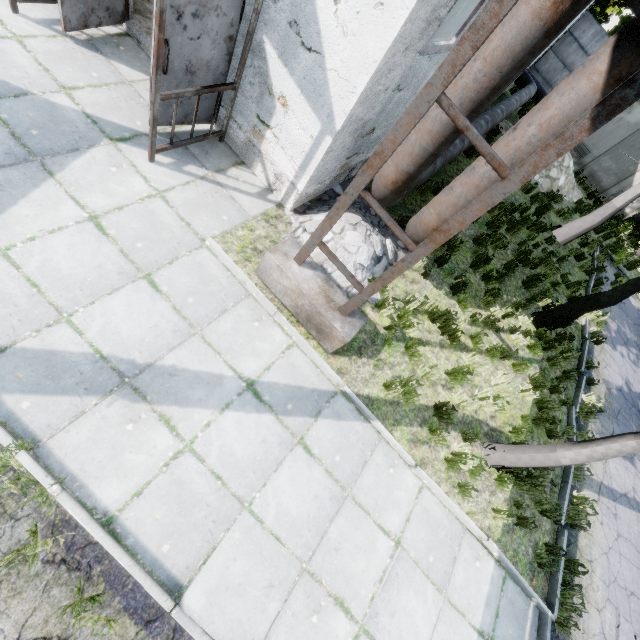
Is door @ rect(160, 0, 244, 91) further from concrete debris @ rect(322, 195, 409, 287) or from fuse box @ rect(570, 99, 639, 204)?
fuse box @ rect(570, 99, 639, 204)

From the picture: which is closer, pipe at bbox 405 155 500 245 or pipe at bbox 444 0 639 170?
pipe at bbox 444 0 639 170

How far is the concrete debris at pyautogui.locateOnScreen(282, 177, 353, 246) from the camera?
5.7m

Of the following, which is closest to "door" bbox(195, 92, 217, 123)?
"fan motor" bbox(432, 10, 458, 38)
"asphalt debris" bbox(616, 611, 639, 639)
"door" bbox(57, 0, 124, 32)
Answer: "door" bbox(57, 0, 124, 32)

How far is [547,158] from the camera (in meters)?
2.43

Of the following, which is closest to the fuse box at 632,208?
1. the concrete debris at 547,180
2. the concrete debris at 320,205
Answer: the concrete debris at 547,180

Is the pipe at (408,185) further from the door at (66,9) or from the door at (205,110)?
the door at (66,9)
